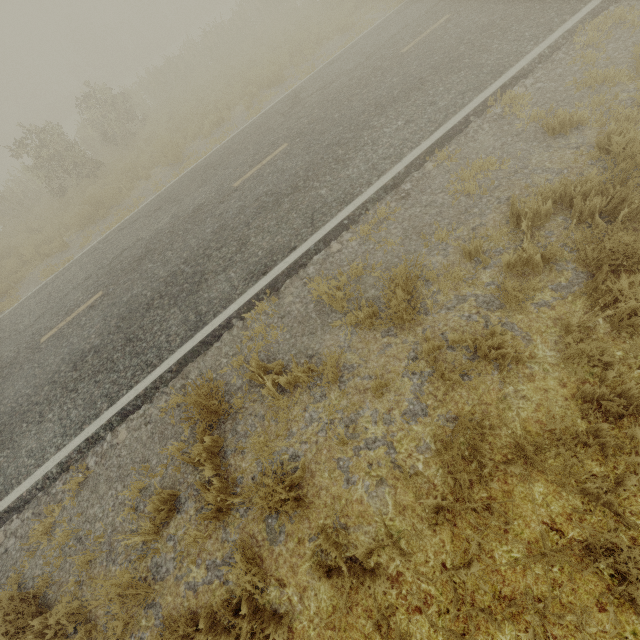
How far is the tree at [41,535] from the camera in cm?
432

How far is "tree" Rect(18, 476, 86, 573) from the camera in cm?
432

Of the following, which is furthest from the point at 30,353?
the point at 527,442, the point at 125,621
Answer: the point at 527,442
